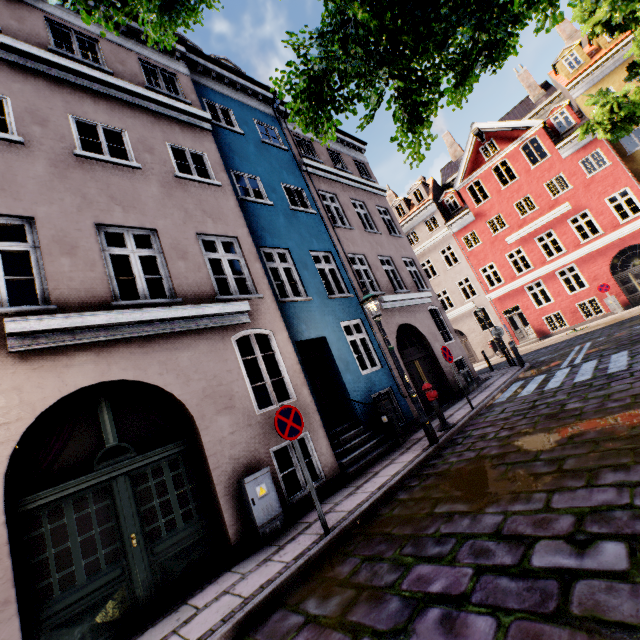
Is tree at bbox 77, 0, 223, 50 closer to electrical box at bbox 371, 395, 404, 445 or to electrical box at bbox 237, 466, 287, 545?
electrical box at bbox 237, 466, 287, 545

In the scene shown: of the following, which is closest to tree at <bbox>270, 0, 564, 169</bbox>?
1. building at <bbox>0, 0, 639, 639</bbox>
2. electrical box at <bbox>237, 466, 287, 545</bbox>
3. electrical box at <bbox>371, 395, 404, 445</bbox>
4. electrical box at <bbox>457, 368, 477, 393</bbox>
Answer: building at <bbox>0, 0, 639, 639</bbox>

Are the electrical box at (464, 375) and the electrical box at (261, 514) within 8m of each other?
no

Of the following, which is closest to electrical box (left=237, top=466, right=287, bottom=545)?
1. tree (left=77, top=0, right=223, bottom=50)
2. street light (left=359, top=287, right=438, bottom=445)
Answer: street light (left=359, top=287, right=438, bottom=445)

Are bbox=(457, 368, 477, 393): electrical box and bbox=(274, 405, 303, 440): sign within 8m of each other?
no

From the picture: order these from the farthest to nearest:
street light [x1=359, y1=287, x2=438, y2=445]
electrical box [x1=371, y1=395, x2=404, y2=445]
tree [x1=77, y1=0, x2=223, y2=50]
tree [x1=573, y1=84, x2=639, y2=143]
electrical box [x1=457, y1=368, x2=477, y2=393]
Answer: electrical box [x1=457, y1=368, x2=477, y2=393], tree [x1=573, y1=84, x2=639, y2=143], electrical box [x1=371, y1=395, x2=404, y2=445], street light [x1=359, y1=287, x2=438, y2=445], tree [x1=77, y1=0, x2=223, y2=50]

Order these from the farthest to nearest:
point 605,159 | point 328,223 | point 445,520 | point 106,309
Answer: point 605,159 < point 328,223 < point 106,309 < point 445,520

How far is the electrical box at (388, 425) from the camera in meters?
8.5
